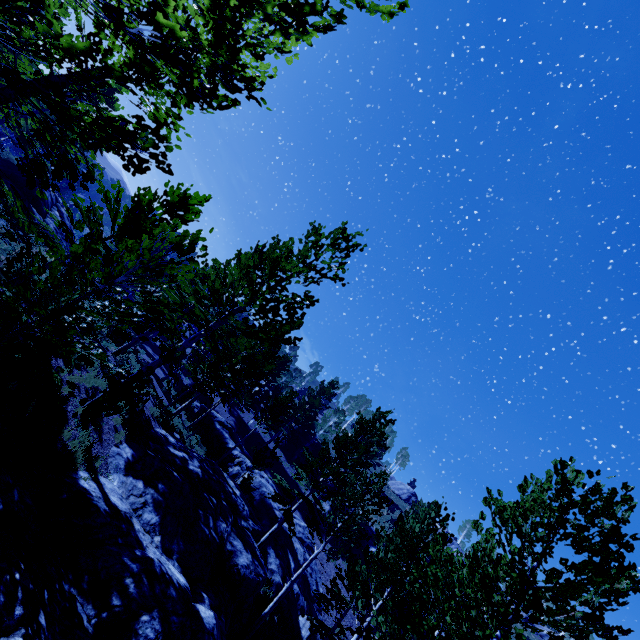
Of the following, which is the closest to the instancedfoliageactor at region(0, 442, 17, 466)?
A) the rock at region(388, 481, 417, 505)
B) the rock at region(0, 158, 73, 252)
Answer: the rock at region(0, 158, 73, 252)

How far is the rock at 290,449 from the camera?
39.9 meters

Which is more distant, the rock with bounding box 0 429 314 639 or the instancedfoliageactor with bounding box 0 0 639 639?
the rock with bounding box 0 429 314 639

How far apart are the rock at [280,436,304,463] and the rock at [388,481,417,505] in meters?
24.7 m

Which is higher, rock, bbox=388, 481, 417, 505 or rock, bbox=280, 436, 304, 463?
rock, bbox=388, 481, 417, 505

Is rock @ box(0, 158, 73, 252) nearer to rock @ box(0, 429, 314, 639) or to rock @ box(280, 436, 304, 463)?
rock @ box(0, 429, 314, 639)

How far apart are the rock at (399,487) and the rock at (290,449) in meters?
Answer: 24.7

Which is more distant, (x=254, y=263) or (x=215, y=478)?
(x=215, y=478)
